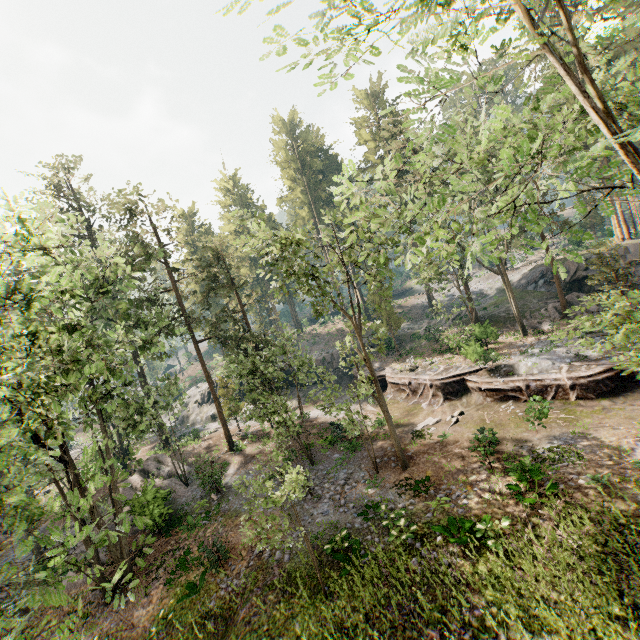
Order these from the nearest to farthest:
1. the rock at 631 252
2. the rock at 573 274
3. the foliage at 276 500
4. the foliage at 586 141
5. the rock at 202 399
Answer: the foliage at 586 141 → the foliage at 276 500 → the rock at 631 252 → the rock at 573 274 → the rock at 202 399

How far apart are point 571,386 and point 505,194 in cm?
1404

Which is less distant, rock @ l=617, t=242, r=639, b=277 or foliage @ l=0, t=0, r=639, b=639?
foliage @ l=0, t=0, r=639, b=639

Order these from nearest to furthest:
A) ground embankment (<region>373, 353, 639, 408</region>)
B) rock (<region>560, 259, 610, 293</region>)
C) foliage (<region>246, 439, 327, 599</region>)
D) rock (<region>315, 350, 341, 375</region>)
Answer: foliage (<region>246, 439, 327, 599</region>), ground embankment (<region>373, 353, 639, 408</region>), rock (<region>560, 259, 610, 293</region>), rock (<region>315, 350, 341, 375</region>)

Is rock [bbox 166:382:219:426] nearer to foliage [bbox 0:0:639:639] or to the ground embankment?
the ground embankment

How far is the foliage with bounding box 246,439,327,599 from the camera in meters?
10.2 m

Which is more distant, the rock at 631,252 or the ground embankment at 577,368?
the rock at 631,252
